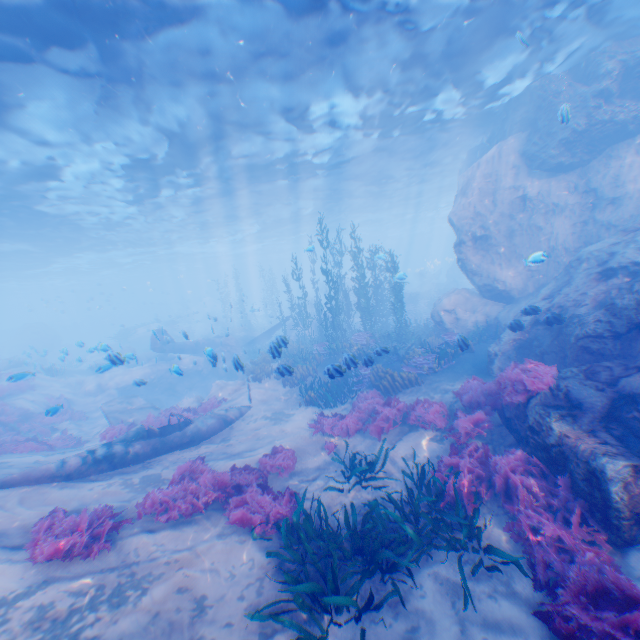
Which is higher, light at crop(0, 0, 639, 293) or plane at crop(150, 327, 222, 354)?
light at crop(0, 0, 639, 293)

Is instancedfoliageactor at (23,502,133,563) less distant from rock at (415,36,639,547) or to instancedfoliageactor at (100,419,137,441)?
instancedfoliageactor at (100,419,137,441)

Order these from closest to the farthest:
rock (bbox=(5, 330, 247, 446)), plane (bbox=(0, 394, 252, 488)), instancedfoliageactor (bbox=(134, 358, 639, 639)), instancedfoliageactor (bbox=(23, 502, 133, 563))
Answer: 1. instancedfoliageactor (bbox=(134, 358, 639, 639))
2. instancedfoliageactor (bbox=(23, 502, 133, 563))
3. plane (bbox=(0, 394, 252, 488))
4. rock (bbox=(5, 330, 247, 446))

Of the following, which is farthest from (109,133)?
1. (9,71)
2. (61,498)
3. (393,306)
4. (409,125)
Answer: (393,306)

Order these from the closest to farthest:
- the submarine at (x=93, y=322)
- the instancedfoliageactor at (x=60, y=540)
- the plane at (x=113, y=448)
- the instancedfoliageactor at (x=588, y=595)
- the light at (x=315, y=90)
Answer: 1. the instancedfoliageactor at (x=588, y=595)
2. the instancedfoliageactor at (x=60, y=540)
3. the plane at (x=113, y=448)
4. the light at (x=315, y=90)
5. the submarine at (x=93, y=322)

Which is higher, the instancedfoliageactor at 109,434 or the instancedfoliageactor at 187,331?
the instancedfoliageactor at 187,331

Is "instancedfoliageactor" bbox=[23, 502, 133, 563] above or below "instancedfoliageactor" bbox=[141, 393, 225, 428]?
above

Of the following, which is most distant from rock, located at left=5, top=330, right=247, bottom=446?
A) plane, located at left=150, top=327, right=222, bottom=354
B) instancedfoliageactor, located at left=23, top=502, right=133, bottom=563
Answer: instancedfoliageactor, located at left=23, top=502, right=133, bottom=563
